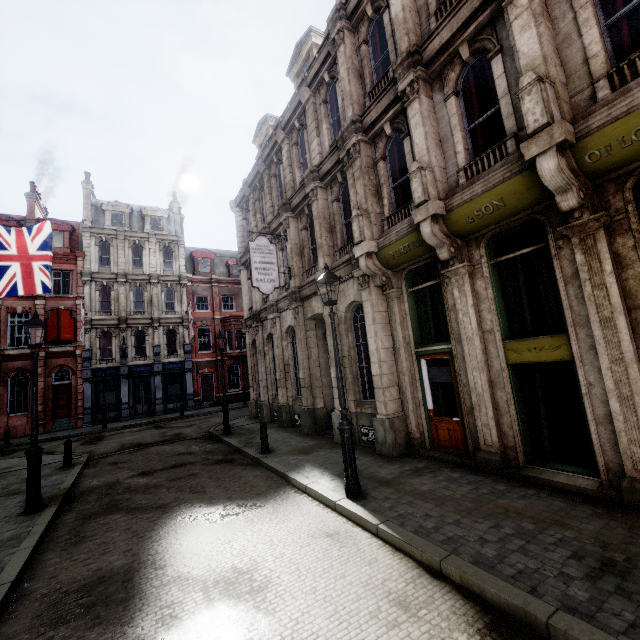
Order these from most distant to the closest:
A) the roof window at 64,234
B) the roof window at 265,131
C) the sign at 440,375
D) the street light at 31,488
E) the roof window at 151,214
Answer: the roof window at 151,214 < the roof window at 64,234 < the roof window at 265,131 < the sign at 440,375 < the street light at 31,488

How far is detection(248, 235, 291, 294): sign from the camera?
13.09m

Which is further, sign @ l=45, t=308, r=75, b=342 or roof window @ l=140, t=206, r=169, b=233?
roof window @ l=140, t=206, r=169, b=233

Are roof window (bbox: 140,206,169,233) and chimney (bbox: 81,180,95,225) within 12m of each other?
yes

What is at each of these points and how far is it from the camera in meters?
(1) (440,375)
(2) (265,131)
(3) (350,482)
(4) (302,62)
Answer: (1) sign, 8.4 m
(2) roof window, 18.5 m
(3) street light, 6.4 m
(4) roof window, 14.6 m

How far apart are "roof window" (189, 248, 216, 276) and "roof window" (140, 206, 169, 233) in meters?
2.5 m

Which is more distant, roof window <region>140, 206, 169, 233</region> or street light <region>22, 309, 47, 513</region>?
roof window <region>140, 206, 169, 233</region>

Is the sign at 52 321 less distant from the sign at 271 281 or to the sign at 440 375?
the sign at 271 281
